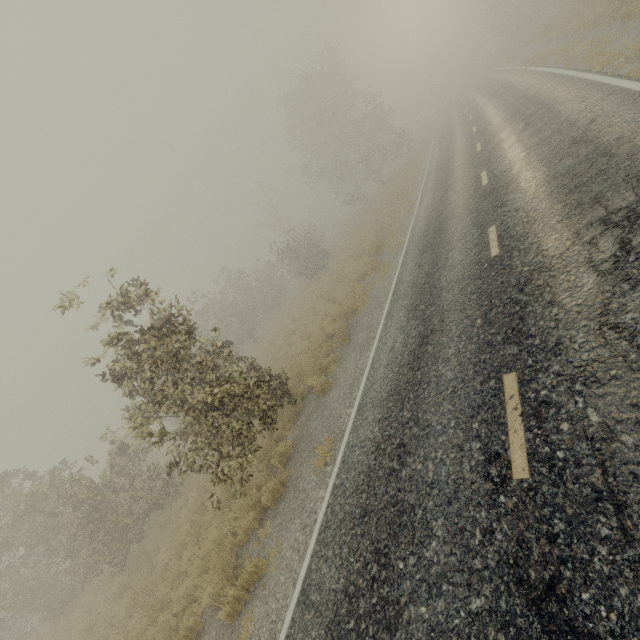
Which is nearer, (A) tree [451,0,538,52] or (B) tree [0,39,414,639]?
(B) tree [0,39,414,639]

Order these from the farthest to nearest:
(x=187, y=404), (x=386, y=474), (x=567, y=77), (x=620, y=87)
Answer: (x=567, y=77) < (x=620, y=87) < (x=187, y=404) < (x=386, y=474)

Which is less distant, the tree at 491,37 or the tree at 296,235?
the tree at 296,235
